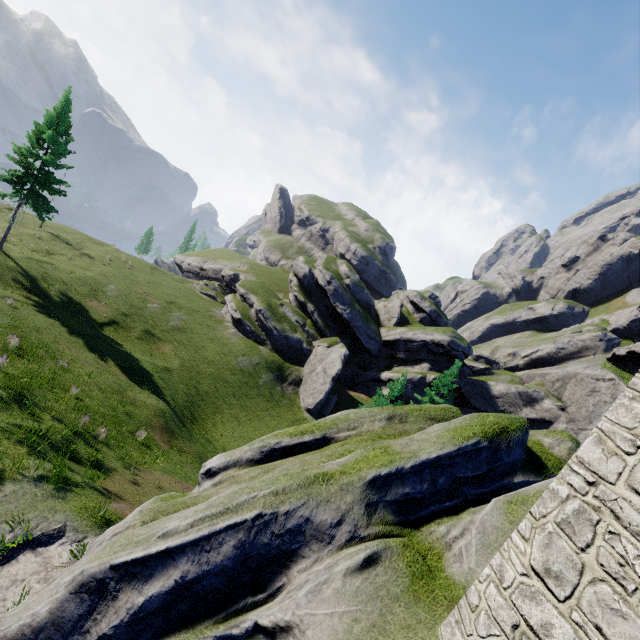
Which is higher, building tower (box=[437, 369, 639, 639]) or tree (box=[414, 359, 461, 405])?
building tower (box=[437, 369, 639, 639])

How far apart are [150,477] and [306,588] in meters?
13.5 m

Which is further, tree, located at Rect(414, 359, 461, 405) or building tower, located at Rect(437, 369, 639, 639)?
tree, located at Rect(414, 359, 461, 405)

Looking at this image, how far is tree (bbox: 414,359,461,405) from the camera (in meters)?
35.19

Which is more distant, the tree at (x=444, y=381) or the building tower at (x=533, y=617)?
the tree at (x=444, y=381)

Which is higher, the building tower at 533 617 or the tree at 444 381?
the building tower at 533 617
